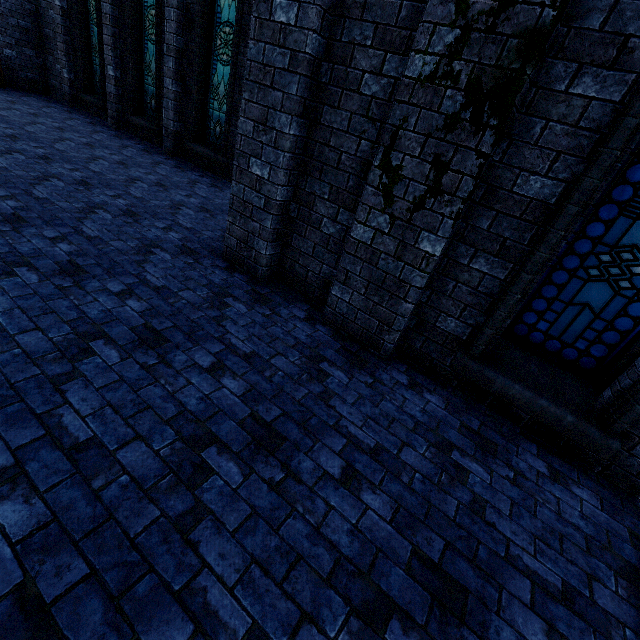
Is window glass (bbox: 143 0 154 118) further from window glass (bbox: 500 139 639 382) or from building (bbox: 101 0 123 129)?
window glass (bbox: 500 139 639 382)

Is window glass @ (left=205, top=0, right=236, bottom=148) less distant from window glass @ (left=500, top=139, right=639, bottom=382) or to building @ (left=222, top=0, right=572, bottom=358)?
building @ (left=222, top=0, right=572, bottom=358)

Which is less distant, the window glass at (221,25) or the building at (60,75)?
the window glass at (221,25)

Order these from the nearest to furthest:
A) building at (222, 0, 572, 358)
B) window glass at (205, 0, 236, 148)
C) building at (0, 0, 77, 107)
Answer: building at (222, 0, 572, 358), window glass at (205, 0, 236, 148), building at (0, 0, 77, 107)

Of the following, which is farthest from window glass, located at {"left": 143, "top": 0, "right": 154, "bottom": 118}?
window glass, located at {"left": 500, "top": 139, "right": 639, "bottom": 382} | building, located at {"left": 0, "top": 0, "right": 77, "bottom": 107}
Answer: window glass, located at {"left": 500, "top": 139, "right": 639, "bottom": 382}

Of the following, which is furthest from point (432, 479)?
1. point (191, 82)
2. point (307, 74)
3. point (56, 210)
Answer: point (191, 82)
